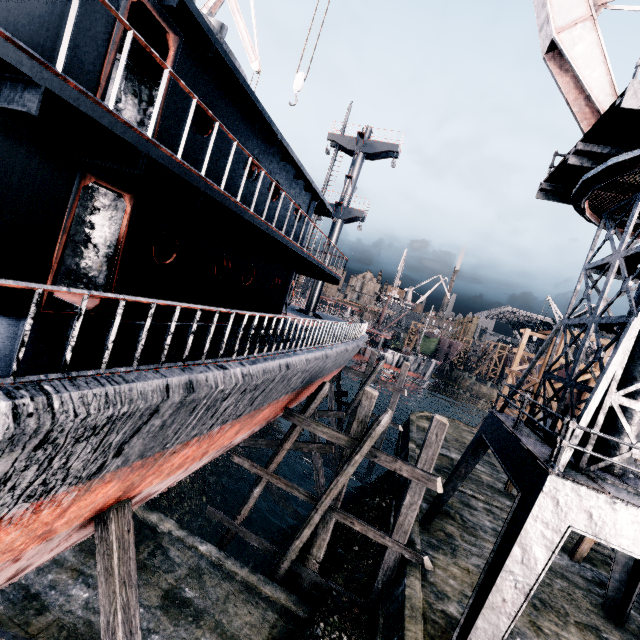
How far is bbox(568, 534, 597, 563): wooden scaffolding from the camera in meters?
15.0

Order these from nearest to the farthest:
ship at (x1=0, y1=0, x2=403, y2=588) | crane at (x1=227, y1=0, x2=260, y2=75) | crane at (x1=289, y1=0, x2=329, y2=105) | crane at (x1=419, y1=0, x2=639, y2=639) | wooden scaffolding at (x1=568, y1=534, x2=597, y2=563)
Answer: ship at (x1=0, y1=0, x2=403, y2=588) → crane at (x1=419, y1=0, x2=639, y2=639) → crane at (x1=289, y1=0, x2=329, y2=105) → wooden scaffolding at (x1=568, y1=534, x2=597, y2=563) → crane at (x1=227, y1=0, x2=260, y2=75)

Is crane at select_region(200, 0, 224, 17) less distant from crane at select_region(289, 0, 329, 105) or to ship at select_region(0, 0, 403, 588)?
ship at select_region(0, 0, 403, 588)

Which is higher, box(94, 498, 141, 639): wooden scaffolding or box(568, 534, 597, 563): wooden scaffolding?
box(94, 498, 141, 639): wooden scaffolding

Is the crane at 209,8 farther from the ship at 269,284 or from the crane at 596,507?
the crane at 596,507

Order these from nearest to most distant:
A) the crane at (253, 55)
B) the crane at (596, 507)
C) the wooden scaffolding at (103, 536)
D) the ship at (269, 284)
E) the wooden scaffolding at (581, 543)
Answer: the ship at (269, 284) → the wooden scaffolding at (103, 536) → the crane at (596, 507) → the wooden scaffolding at (581, 543) → the crane at (253, 55)

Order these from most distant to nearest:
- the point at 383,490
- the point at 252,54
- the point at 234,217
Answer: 1. the point at 252,54
2. the point at 383,490
3. the point at 234,217

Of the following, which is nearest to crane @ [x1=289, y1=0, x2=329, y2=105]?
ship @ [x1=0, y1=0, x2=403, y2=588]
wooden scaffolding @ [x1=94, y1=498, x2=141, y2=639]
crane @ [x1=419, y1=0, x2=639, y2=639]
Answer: crane @ [x1=419, y1=0, x2=639, y2=639]
